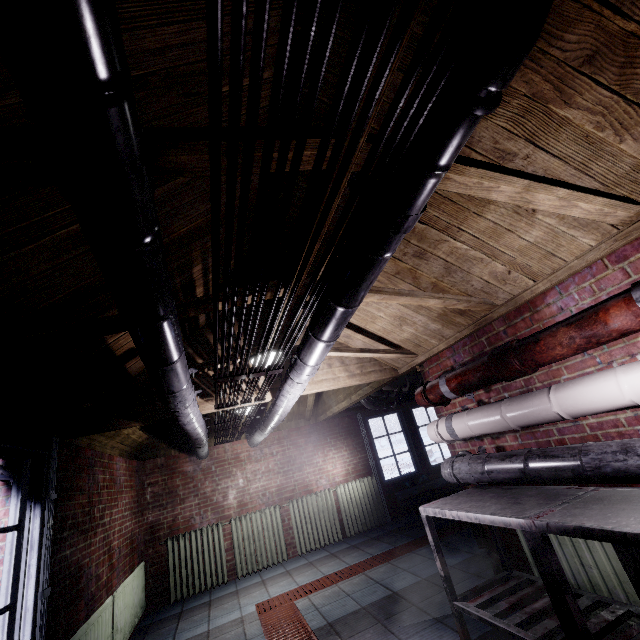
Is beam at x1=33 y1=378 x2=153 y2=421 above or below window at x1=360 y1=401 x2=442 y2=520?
above

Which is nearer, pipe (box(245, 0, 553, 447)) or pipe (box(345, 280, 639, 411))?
pipe (box(245, 0, 553, 447))

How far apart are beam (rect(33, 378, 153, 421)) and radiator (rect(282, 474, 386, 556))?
3.7m

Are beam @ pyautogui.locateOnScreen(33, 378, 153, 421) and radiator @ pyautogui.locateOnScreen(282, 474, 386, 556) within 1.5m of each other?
no

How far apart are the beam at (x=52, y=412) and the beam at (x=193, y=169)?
0.19m

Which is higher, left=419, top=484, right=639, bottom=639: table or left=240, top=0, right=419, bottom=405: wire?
left=240, top=0, right=419, bottom=405: wire

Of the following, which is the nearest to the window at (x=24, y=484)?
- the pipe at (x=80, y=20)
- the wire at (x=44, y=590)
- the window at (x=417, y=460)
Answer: the wire at (x=44, y=590)

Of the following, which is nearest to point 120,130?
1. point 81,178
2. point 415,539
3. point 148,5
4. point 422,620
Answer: point 81,178
